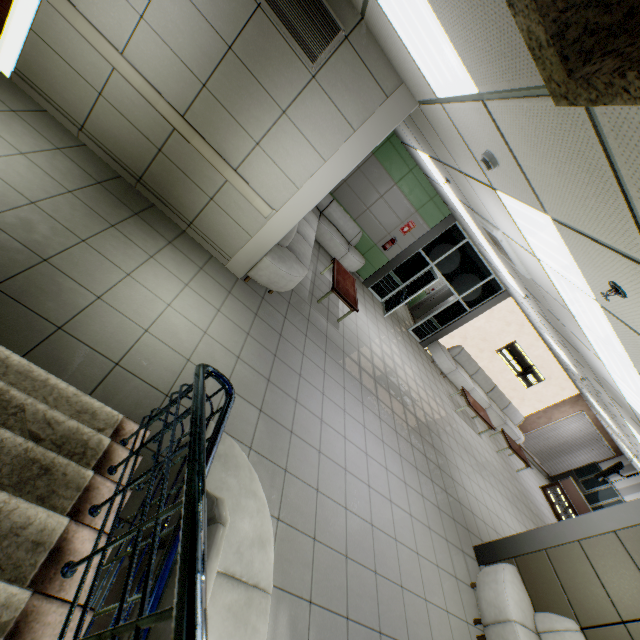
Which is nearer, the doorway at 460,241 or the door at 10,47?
the door at 10,47

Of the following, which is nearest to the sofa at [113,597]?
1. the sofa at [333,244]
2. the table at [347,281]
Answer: the sofa at [333,244]

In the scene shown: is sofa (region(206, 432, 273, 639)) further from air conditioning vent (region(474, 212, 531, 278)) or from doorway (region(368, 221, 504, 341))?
doorway (region(368, 221, 504, 341))

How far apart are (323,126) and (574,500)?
15.4 meters

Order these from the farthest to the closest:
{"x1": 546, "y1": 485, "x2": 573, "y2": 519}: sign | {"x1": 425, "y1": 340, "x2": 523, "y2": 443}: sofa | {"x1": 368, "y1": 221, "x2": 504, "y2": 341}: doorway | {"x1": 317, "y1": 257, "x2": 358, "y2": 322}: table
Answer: {"x1": 546, "y1": 485, "x2": 573, "y2": 519}: sign
{"x1": 425, "y1": 340, "x2": 523, "y2": 443}: sofa
{"x1": 368, "y1": 221, "x2": 504, "y2": 341}: doorway
{"x1": 317, "y1": 257, "x2": 358, "y2": 322}: table

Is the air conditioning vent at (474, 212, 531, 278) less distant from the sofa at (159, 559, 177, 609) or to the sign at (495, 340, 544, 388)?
the sofa at (159, 559, 177, 609)

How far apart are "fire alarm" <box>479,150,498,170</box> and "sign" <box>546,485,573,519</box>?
14.57m

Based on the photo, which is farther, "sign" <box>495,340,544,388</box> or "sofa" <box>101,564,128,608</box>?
"sign" <box>495,340,544,388</box>
